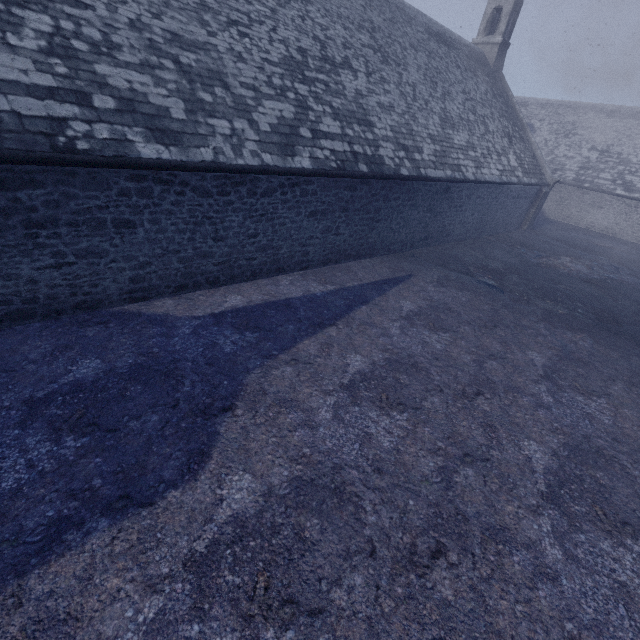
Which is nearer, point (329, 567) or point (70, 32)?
point (329, 567)
